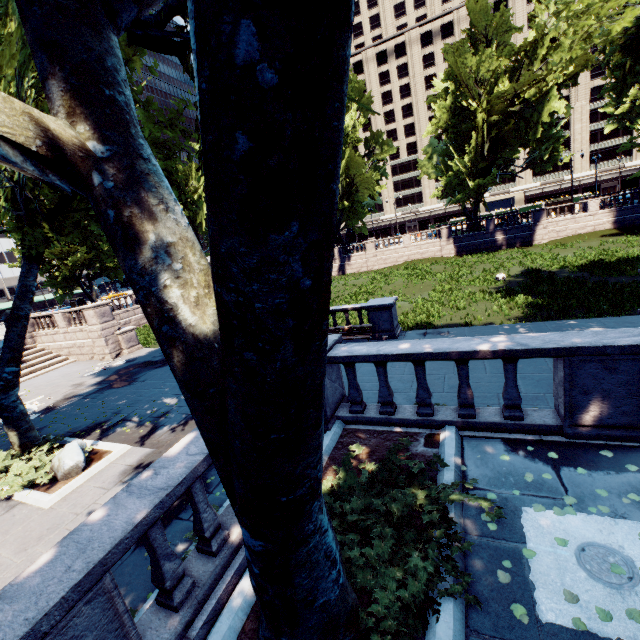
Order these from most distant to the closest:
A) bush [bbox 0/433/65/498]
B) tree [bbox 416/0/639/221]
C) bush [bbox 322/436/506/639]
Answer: tree [bbox 416/0/639/221] < bush [bbox 0/433/65/498] < bush [bbox 322/436/506/639]

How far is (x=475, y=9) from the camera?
36.4m

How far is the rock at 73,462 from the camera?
9.30m

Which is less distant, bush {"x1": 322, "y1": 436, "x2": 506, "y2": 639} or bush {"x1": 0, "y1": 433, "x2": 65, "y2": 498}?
bush {"x1": 322, "y1": 436, "x2": 506, "y2": 639}

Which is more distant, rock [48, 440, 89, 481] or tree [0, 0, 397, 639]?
rock [48, 440, 89, 481]

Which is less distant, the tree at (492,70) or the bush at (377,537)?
the bush at (377,537)

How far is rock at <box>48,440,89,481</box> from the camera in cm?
930

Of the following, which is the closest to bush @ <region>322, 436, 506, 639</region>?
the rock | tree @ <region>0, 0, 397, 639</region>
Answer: tree @ <region>0, 0, 397, 639</region>
